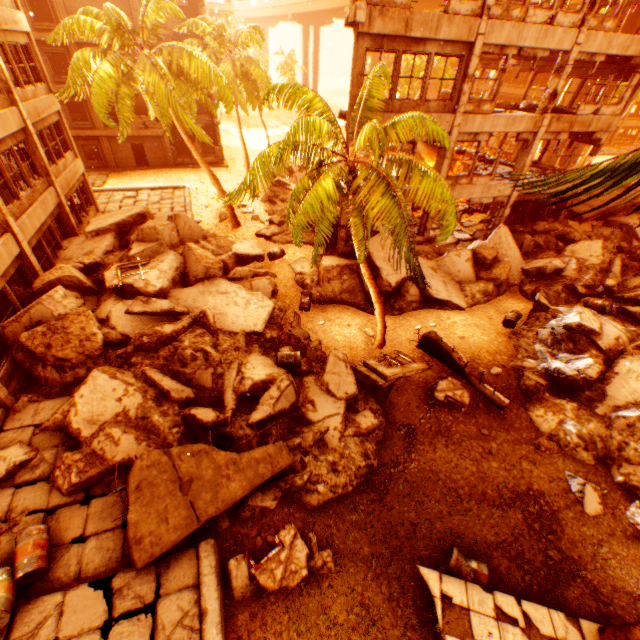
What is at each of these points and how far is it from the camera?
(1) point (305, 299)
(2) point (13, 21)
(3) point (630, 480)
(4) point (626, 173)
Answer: (1) metal barrel, 14.9m
(2) wall corner piece, 13.4m
(3) rock pile, 8.9m
(4) rubble, 2.7m

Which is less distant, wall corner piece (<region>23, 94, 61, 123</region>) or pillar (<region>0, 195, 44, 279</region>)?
pillar (<region>0, 195, 44, 279</region>)

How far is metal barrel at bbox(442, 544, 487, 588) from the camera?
7.3m

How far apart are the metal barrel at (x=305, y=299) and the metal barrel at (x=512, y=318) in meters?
8.4 m

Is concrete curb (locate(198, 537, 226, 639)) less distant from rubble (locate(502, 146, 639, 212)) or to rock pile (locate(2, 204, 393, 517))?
rock pile (locate(2, 204, 393, 517))

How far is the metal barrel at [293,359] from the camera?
10.86m

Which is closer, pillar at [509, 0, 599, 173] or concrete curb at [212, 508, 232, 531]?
concrete curb at [212, 508, 232, 531]

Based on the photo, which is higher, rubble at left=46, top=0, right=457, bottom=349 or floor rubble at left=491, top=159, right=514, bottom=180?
rubble at left=46, top=0, right=457, bottom=349
